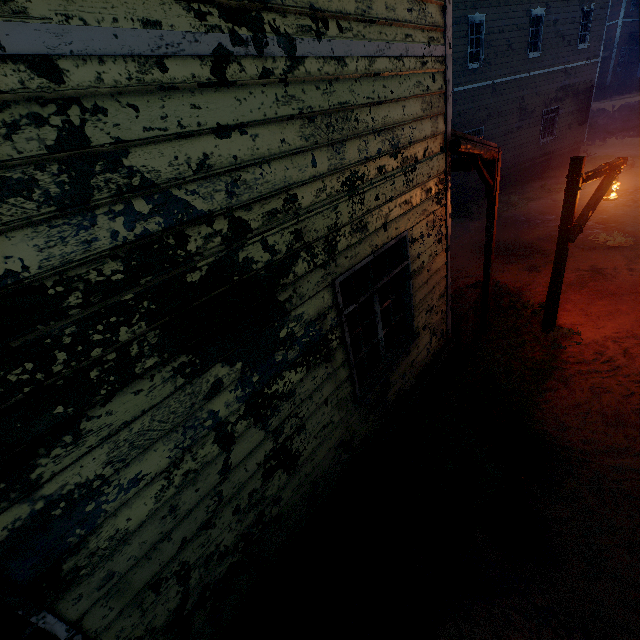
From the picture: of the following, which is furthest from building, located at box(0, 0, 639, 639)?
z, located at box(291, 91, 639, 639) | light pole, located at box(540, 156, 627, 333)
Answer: light pole, located at box(540, 156, 627, 333)

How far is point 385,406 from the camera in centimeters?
423cm

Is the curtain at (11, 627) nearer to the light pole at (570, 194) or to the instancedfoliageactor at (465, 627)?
the instancedfoliageactor at (465, 627)

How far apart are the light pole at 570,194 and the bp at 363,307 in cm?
294

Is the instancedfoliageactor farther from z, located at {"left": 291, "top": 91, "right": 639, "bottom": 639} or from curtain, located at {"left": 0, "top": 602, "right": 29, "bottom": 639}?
→ curtain, located at {"left": 0, "top": 602, "right": 29, "bottom": 639}

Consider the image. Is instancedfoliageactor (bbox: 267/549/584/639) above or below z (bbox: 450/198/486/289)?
above

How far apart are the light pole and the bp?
2.94m

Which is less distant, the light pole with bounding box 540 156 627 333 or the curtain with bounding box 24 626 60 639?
the curtain with bounding box 24 626 60 639
